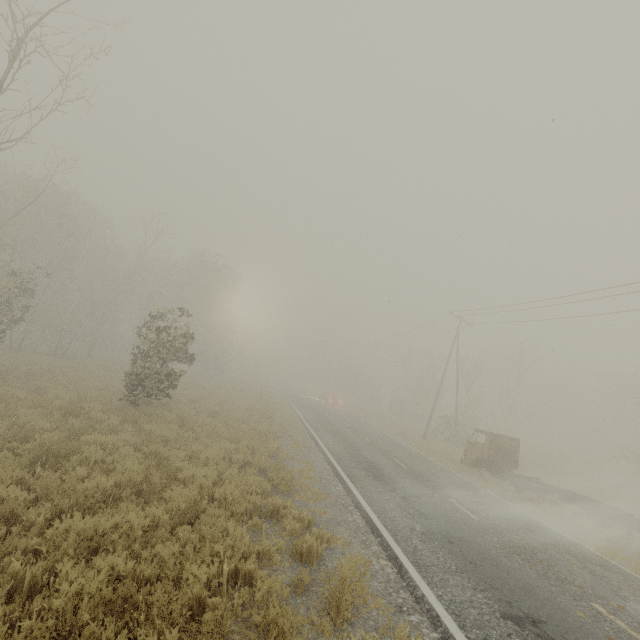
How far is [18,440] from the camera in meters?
8.2

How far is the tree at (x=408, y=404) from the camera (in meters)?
39.00

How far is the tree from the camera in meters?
39.0 m

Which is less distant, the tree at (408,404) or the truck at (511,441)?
the truck at (511,441)

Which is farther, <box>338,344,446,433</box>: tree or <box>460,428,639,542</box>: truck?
<box>338,344,446,433</box>: tree
